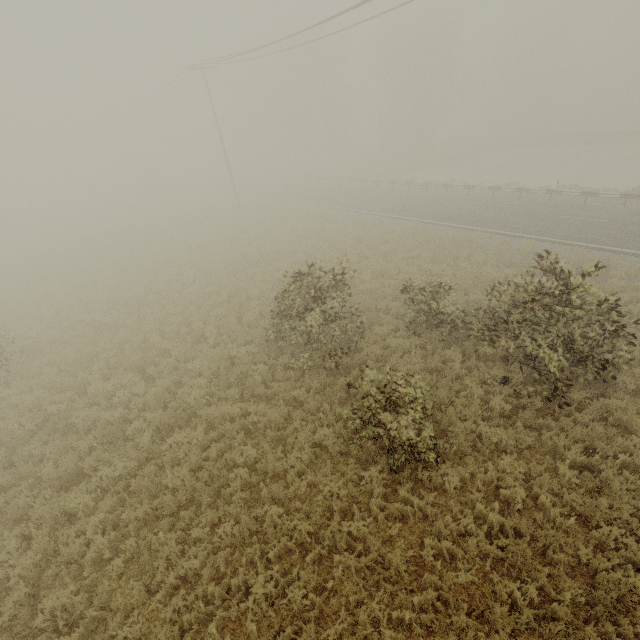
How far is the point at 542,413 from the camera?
8.23m

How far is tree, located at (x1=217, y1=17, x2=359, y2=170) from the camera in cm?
4394

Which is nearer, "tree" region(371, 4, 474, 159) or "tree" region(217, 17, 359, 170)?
"tree" region(371, 4, 474, 159)

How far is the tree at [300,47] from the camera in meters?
43.9 m

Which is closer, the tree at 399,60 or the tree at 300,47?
the tree at 399,60
